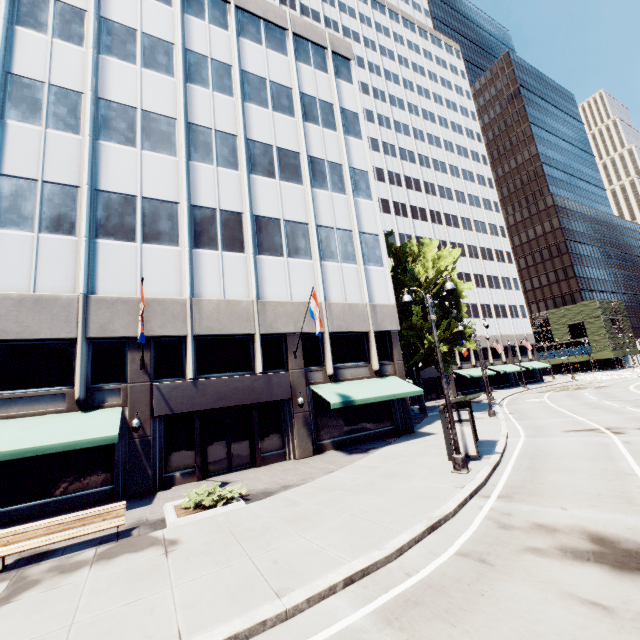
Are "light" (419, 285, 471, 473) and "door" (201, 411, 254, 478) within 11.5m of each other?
yes

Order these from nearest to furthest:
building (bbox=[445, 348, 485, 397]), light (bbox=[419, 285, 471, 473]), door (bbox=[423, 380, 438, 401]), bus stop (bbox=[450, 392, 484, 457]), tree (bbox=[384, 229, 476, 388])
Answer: light (bbox=[419, 285, 471, 473]) < bus stop (bbox=[450, 392, 484, 457]) < tree (bbox=[384, 229, 476, 388]) < door (bbox=[423, 380, 438, 401]) < building (bbox=[445, 348, 485, 397])

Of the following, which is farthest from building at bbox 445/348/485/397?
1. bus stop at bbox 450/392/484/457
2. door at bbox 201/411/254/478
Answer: bus stop at bbox 450/392/484/457

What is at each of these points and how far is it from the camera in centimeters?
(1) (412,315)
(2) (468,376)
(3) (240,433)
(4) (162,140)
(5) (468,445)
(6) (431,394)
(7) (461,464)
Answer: (1) tree, 2955cm
(2) building, 4581cm
(3) door, 1695cm
(4) building, 1808cm
(5) bus stop, 1339cm
(6) door, 4566cm
(7) light, 1190cm

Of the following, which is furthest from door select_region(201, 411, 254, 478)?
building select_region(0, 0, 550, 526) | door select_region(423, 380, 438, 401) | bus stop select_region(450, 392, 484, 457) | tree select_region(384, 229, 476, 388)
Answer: door select_region(423, 380, 438, 401)

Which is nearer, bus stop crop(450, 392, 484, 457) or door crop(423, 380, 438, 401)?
bus stop crop(450, 392, 484, 457)

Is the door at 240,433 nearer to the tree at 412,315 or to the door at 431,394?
the tree at 412,315

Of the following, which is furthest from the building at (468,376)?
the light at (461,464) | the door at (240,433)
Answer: the light at (461,464)
